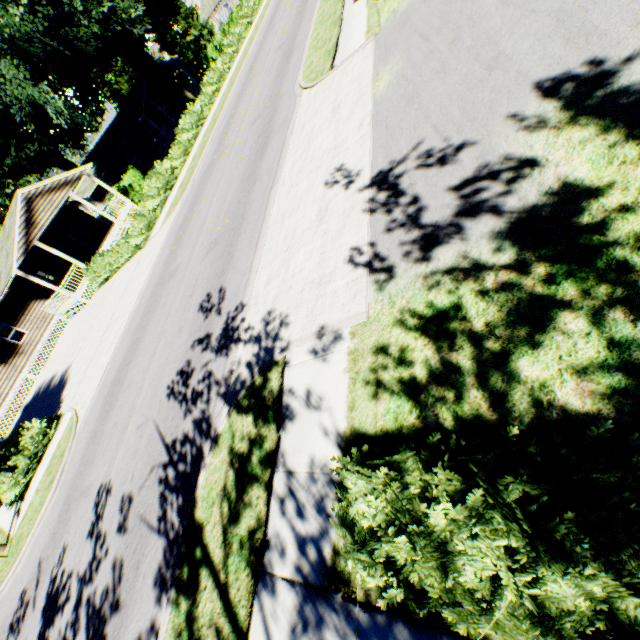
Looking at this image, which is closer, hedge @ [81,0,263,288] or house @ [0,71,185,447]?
hedge @ [81,0,263,288]

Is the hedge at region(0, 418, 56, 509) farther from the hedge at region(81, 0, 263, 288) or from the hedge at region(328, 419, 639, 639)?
the hedge at region(328, 419, 639, 639)

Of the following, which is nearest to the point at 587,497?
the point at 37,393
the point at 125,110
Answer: the point at 37,393

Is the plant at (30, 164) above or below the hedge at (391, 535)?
above

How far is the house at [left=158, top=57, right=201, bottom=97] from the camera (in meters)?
39.16

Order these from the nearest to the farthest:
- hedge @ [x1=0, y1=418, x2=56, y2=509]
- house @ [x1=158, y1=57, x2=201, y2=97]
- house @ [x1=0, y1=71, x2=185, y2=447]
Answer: hedge @ [x1=0, y1=418, x2=56, y2=509] < house @ [x1=0, y1=71, x2=185, y2=447] < house @ [x1=158, y1=57, x2=201, y2=97]

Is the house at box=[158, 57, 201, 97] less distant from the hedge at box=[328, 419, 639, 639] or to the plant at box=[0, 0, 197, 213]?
the plant at box=[0, 0, 197, 213]

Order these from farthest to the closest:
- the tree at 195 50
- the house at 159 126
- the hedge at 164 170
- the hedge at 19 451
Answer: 1. the tree at 195 50
2. the house at 159 126
3. the hedge at 164 170
4. the hedge at 19 451
